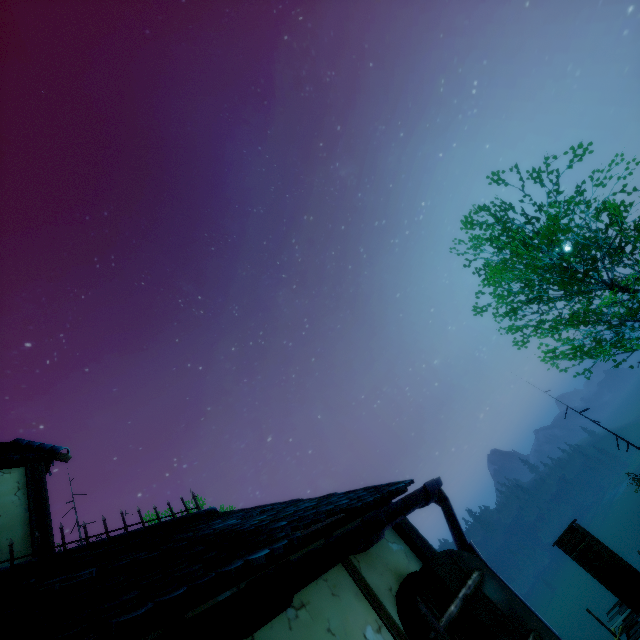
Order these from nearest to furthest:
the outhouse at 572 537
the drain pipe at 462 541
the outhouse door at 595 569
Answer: the drain pipe at 462 541, the outhouse door at 595 569, the outhouse at 572 537

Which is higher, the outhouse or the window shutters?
the window shutters

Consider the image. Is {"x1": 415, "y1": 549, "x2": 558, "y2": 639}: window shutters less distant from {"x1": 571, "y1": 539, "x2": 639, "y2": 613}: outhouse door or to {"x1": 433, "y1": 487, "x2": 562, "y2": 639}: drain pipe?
{"x1": 433, "y1": 487, "x2": 562, "y2": 639}: drain pipe

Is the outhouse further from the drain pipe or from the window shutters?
the window shutters

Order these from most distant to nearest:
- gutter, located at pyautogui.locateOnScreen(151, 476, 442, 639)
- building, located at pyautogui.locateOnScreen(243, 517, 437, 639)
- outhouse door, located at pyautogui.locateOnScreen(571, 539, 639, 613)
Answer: outhouse door, located at pyautogui.locateOnScreen(571, 539, 639, 613), building, located at pyautogui.locateOnScreen(243, 517, 437, 639), gutter, located at pyautogui.locateOnScreen(151, 476, 442, 639)

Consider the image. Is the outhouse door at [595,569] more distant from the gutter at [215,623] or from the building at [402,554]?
the gutter at [215,623]

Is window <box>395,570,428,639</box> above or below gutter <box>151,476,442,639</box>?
below

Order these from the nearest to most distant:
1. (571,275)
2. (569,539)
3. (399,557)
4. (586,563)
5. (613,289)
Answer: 1. (399,557)
2. (571,275)
3. (613,289)
4. (586,563)
5. (569,539)
